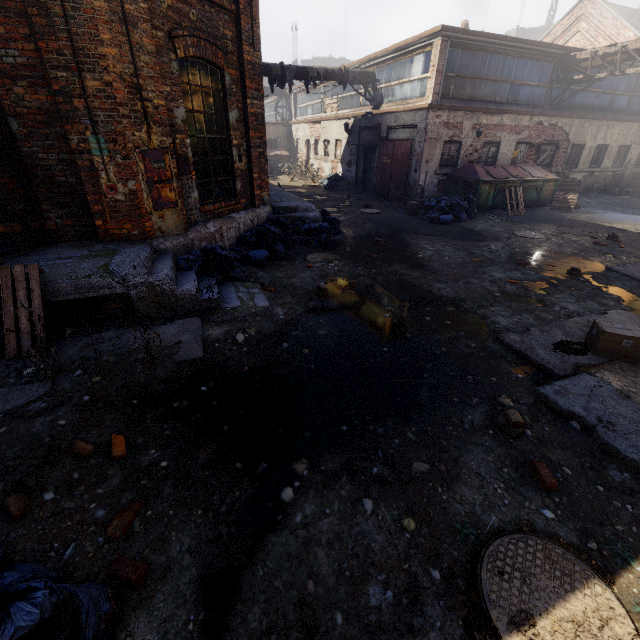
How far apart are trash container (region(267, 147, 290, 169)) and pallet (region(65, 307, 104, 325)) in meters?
24.5

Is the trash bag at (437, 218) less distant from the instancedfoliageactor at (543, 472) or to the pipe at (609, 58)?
the pipe at (609, 58)

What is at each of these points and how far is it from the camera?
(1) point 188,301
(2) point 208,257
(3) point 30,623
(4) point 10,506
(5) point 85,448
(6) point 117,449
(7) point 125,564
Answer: (1) building, 5.1 meters
(2) trash bag, 6.4 meters
(3) trash bag, 1.4 meters
(4) instancedfoliageactor, 2.2 meters
(5) instancedfoliageactor, 2.8 meters
(6) instancedfoliageactor, 2.9 meters
(7) instancedfoliageactor, 2.1 meters

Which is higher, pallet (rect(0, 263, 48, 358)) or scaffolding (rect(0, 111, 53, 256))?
scaffolding (rect(0, 111, 53, 256))

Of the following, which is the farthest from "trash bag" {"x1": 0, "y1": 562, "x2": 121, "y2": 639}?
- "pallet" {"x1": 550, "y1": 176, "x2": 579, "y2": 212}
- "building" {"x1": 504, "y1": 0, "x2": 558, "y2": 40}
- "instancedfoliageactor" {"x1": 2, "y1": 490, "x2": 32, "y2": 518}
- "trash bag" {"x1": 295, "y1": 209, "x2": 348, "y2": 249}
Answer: "building" {"x1": 504, "y1": 0, "x2": 558, "y2": 40}

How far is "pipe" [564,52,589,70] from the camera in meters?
13.4

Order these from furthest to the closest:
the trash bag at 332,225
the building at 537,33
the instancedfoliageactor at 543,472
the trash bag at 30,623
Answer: the building at 537,33
the trash bag at 332,225
the instancedfoliageactor at 543,472
the trash bag at 30,623

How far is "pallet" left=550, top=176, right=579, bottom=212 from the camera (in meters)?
14.07
